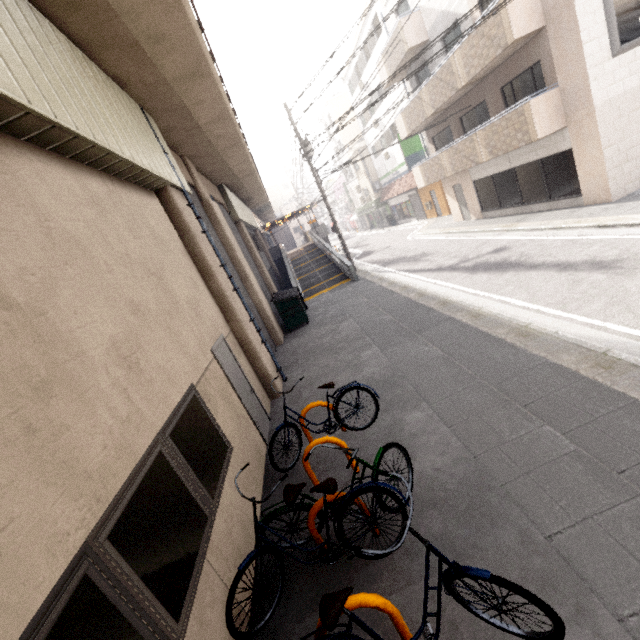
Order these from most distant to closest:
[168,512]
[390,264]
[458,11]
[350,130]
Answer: [350,130] → [390,264] → [458,11] → [168,512]

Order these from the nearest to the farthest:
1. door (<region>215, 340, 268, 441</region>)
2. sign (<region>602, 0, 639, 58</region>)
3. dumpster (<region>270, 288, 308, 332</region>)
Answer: door (<region>215, 340, 268, 441</region>), sign (<region>602, 0, 639, 58</region>), dumpster (<region>270, 288, 308, 332</region>)

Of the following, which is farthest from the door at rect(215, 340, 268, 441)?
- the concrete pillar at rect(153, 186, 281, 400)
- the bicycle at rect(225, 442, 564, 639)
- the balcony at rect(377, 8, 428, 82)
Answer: the balcony at rect(377, 8, 428, 82)

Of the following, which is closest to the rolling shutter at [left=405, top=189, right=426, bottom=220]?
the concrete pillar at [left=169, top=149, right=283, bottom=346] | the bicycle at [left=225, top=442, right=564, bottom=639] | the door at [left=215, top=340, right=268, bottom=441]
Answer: the concrete pillar at [left=169, top=149, right=283, bottom=346]

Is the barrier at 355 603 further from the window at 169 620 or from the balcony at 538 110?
the balcony at 538 110

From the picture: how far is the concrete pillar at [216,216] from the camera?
10.3 meters

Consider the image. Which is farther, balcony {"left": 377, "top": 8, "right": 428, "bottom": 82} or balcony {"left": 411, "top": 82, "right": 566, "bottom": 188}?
balcony {"left": 377, "top": 8, "right": 428, "bottom": 82}

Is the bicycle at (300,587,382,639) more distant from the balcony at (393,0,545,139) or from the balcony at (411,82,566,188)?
the balcony at (393,0,545,139)
